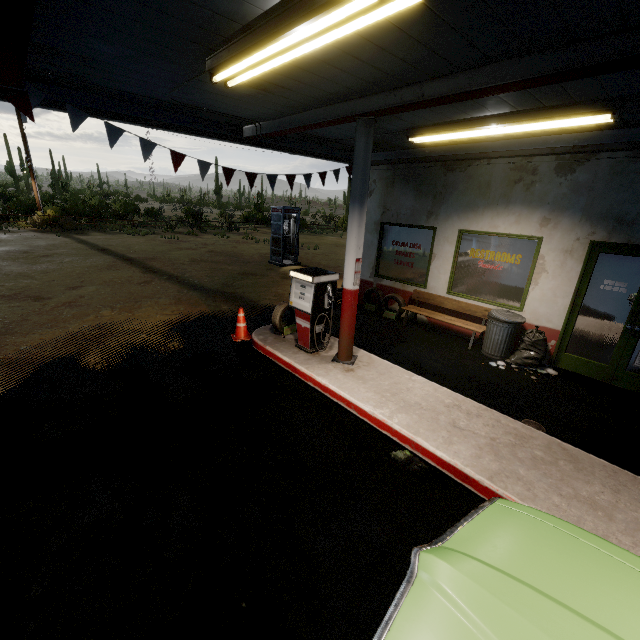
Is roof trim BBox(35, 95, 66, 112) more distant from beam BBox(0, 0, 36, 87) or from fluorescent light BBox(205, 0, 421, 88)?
fluorescent light BBox(205, 0, 421, 88)

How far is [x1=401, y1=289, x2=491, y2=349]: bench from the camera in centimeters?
727cm

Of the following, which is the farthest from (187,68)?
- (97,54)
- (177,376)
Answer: Result: (177,376)

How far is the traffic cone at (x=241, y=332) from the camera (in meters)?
7.00

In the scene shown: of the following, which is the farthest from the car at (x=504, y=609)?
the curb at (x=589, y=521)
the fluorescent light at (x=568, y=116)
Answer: the fluorescent light at (x=568, y=116)

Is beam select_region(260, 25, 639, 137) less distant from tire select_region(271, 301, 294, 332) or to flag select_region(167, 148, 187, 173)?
flag select_region(167, 148, 187, 173)

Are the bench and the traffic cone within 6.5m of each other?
yes

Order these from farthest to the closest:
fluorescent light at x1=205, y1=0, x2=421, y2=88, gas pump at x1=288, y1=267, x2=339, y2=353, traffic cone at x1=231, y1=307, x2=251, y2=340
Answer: traffic cone at x1=231, y1=307, x2=251, y2=340
gas pump at x1=288, y1=267, x2=339, y2=353
fluorescent light at x1=205, y1=0, x2=421, y2=88
